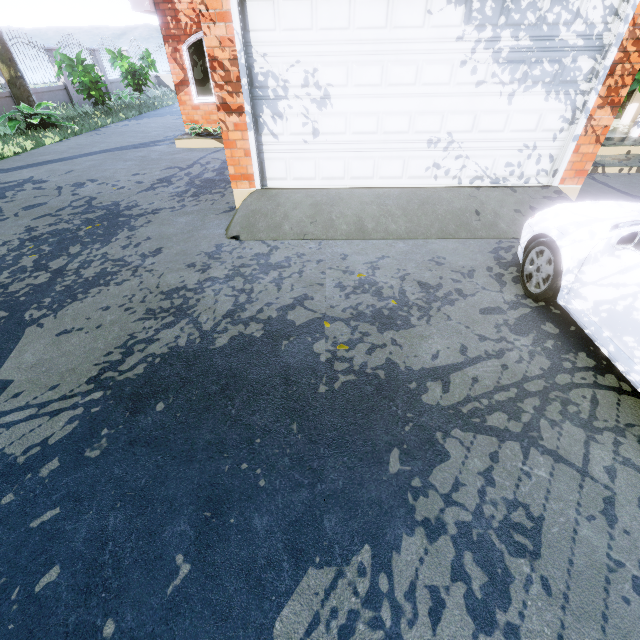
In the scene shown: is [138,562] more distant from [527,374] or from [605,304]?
[605,304]

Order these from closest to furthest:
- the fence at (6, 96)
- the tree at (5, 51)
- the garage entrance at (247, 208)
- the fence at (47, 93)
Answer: the garage entrance at (247, 208)
the tree at (5, 51)
the fence at (6, 96)
the fence at (47, 93)

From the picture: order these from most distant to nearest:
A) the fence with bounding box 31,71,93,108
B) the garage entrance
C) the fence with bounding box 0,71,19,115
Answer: the fence with bounding box 31,71,93,108 → the fence with bounding box 0,71,19,115 → the garage entrance

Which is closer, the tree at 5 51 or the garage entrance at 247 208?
the garage entrance at 247 208

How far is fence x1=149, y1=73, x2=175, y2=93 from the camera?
22.2m

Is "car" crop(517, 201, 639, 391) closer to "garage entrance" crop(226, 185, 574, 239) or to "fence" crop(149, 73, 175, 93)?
"garage entrance" crop(226, 185, 574, 239)

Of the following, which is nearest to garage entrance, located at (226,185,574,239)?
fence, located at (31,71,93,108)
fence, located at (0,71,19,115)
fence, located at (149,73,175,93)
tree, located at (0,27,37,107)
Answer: fence, located at (0,71,19,115)

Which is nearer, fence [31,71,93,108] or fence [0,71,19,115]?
fence [0,71,19,115]
